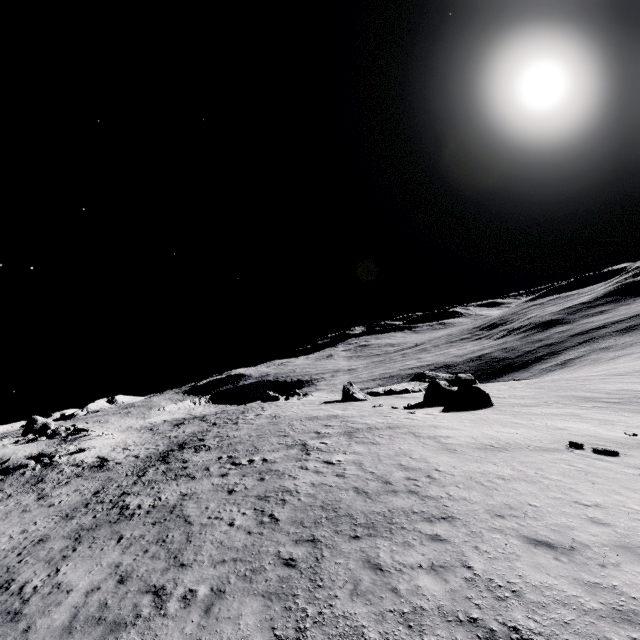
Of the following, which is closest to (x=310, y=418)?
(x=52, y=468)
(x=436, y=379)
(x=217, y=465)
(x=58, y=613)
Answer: (x=217, y=465)
